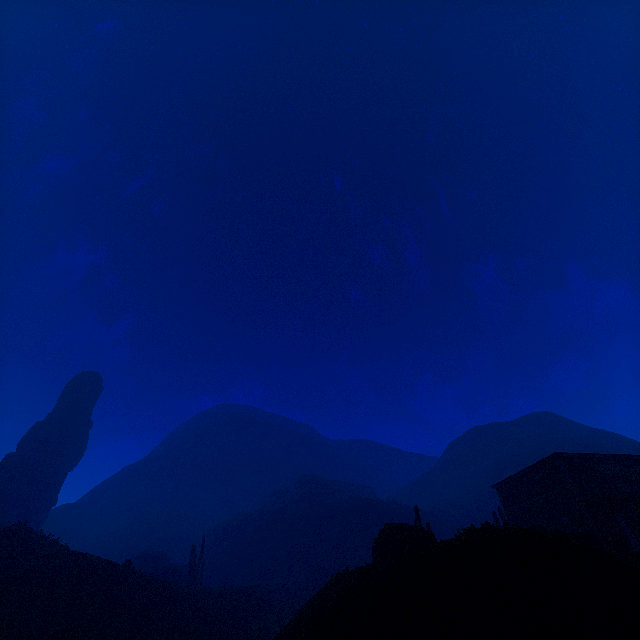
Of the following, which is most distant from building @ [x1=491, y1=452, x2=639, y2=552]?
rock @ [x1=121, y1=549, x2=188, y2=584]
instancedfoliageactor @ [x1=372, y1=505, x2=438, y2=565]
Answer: rock @ [x1=121, y1=549, x2=188, y2=584]

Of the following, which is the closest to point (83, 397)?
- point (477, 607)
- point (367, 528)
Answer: point (367, 528)

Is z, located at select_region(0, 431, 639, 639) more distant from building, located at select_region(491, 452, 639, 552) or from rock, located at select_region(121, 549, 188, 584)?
rock, located at select_region(121, 549, 188, 584)

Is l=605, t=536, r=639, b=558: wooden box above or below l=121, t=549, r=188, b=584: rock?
below

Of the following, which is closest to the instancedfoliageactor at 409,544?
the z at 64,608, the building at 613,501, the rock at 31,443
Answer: the z at 64,608

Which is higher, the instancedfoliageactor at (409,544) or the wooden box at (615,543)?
the instancedfoliageactor at (409,544)

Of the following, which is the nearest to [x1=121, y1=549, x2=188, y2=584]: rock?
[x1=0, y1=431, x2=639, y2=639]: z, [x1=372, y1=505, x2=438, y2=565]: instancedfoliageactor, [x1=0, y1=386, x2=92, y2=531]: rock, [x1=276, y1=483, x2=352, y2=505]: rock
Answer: [x1=0, y1=431, x2=639, y2=639]: z

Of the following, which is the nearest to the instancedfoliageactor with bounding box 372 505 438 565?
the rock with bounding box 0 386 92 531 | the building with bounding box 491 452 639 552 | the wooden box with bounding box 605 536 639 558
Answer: the building with bounding box 491 452 639 552
